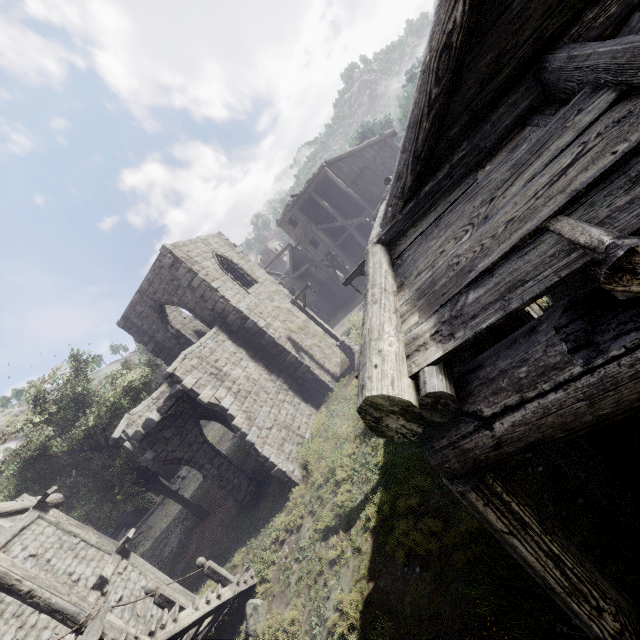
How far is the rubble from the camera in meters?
26.1

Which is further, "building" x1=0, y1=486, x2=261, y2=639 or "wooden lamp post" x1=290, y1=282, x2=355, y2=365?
"wooden lamp post" x1=290, y1=282, x2=355, y2=365

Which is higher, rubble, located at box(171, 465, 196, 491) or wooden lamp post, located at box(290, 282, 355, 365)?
rubble, located at box(171, 465, 196, 491)

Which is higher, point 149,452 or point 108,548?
point 149,452

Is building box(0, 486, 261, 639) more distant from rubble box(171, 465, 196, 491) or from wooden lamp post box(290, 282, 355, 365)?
wooden lamp post box(290, 282, 355, 365)

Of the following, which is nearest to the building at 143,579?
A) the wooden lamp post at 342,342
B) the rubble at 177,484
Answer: the rubble at 177,484

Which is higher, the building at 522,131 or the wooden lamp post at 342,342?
the building at 522,131

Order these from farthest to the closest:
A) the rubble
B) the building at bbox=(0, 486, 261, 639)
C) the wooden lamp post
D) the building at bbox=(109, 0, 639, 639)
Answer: the rubble
the wooden lamp post
the building at bbox=(0, 486, 261, 639)
the building at bbox=(109, 0, 639, 639)
